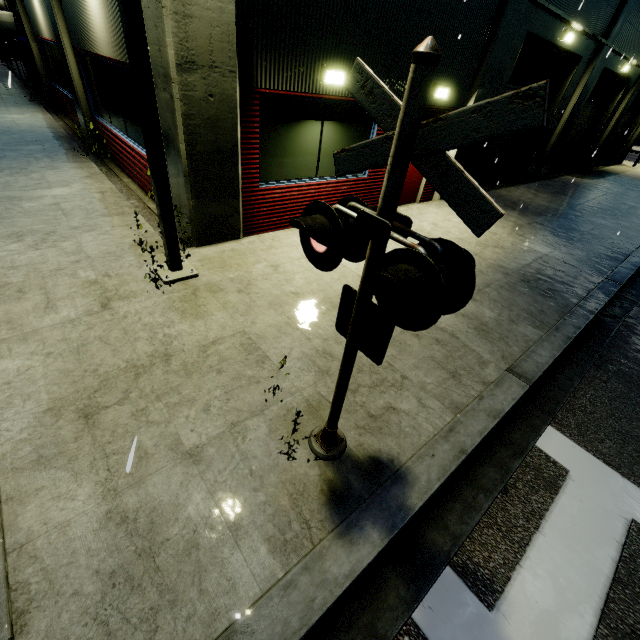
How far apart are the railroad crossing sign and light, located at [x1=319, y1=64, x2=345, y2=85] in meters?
5.0 m

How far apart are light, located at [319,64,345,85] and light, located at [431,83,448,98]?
3.1m

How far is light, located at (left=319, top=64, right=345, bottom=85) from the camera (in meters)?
5.71

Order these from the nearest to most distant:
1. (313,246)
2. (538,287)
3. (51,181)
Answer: (313,246) < (538,287) < (51,181)

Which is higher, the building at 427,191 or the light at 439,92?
the light at 439,92

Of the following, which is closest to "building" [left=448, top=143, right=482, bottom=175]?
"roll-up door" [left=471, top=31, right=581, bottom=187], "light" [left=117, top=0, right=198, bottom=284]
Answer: "roll-up door" [left=471, top=31, right=581, bottom=187]

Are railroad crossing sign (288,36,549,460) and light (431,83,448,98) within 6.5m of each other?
no

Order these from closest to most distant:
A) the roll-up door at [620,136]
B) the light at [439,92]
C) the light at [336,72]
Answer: the light at [336,72], the light at [439,92], the roll-up door at [620,136]
